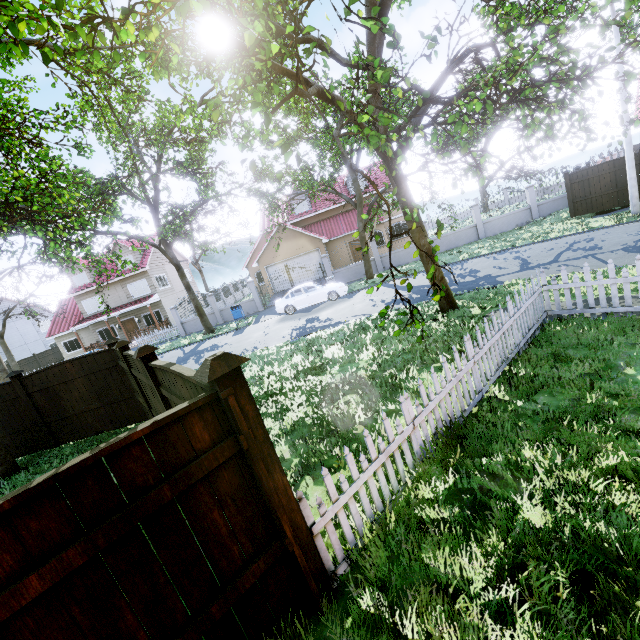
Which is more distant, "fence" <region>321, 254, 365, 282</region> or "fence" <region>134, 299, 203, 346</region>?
"fence" <region>134, 299, 203, 346</region>

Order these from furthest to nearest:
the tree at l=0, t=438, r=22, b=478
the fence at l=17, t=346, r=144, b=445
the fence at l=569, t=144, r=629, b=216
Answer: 1. the fence at l=569, t=144, r=629, b=216
2. the fence at l=17, t=346, r=144, b=445
3. the tree at l=0, t=438, r=22, b=478

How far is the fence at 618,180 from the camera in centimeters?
1637cm

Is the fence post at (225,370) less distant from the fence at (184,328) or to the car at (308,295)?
the fence at (184,328)

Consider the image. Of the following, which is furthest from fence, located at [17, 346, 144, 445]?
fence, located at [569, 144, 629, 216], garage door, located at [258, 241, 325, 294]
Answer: fence, located at [569, 144, 629, 216]

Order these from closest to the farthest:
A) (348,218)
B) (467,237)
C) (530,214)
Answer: (530,214) → (467,237) → (348,218)

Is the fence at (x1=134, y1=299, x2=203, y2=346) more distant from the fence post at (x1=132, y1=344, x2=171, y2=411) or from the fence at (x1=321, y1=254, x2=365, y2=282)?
the fence at (x1=321, y1=254, x2=365, y2=282)

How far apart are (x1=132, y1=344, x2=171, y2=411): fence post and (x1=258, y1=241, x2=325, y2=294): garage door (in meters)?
23.76
